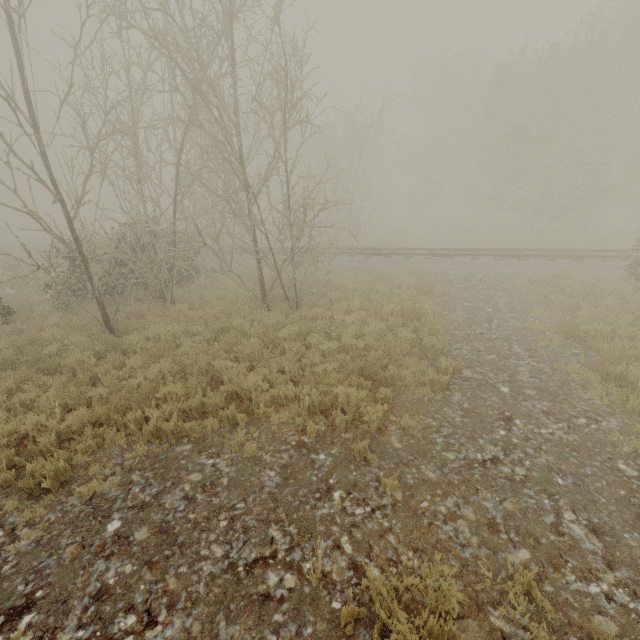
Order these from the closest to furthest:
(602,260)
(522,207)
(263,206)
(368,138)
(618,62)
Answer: (602,260) < (618,62) < (368,138) < (522,207) < (263,206)
